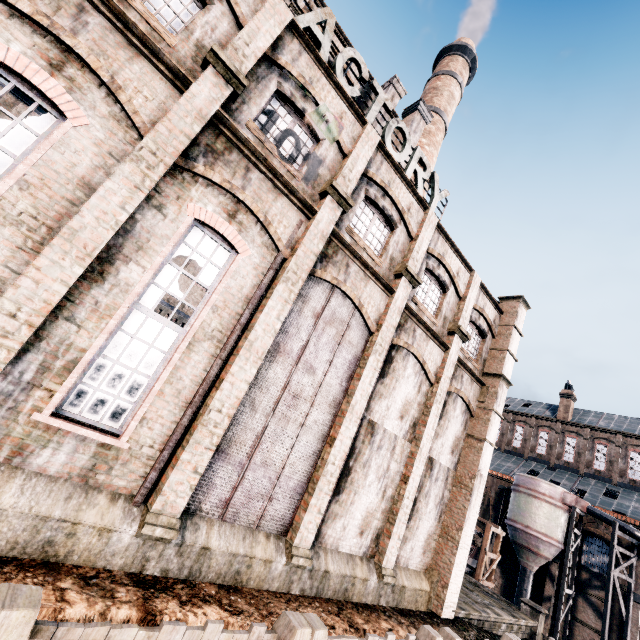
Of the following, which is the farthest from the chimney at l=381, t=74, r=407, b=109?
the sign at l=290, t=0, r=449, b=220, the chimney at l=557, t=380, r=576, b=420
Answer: the chimney at l=557, t=380, r=576, b=420

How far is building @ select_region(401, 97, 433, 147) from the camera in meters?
20.1

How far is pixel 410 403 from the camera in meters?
13.7

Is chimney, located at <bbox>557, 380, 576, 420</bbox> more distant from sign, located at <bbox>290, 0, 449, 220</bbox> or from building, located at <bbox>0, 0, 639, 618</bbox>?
sign, located at <bbox>290, 0, 449, 220</bbox>

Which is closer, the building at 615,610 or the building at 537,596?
the building at 615,610

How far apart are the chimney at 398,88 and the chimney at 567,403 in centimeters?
4347cm

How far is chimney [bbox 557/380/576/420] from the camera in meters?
43.3

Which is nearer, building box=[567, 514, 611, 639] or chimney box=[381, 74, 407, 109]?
chimney box=[381, 74, 407, 109]
